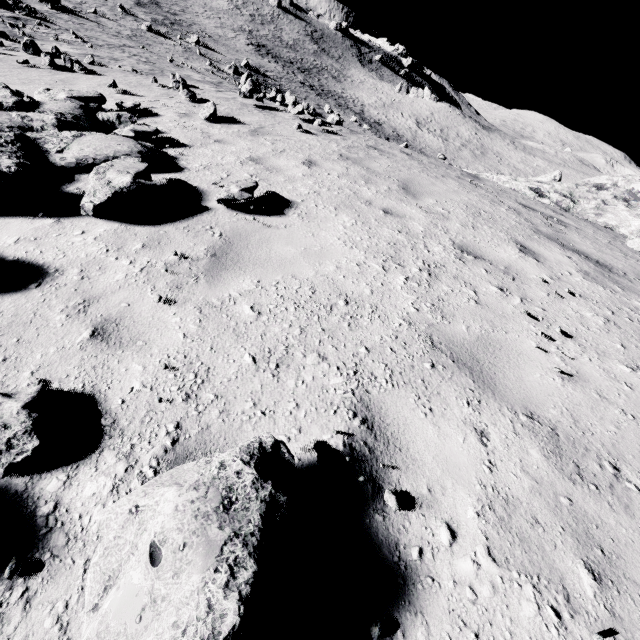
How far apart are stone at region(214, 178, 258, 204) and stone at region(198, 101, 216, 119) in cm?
467

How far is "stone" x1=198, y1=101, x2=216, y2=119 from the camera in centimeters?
775cm

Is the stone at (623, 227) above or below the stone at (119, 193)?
above

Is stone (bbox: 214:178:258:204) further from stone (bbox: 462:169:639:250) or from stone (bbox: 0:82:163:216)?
stone (bbox: 462:169:639:250)

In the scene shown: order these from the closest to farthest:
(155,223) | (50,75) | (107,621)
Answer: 1. (107,621)
2. (155,223)
3. (50,75)

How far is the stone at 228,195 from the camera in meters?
4.1

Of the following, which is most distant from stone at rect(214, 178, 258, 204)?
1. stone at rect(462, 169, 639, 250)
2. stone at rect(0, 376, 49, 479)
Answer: stone at rect(462, 169, 639, 250)

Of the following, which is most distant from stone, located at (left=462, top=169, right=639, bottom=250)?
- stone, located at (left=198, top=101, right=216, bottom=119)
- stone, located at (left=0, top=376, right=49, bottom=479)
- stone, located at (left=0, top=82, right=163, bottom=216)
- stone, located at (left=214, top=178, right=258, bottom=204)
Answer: stone, located at (left=198, top=101, right=216, bottom=119)
